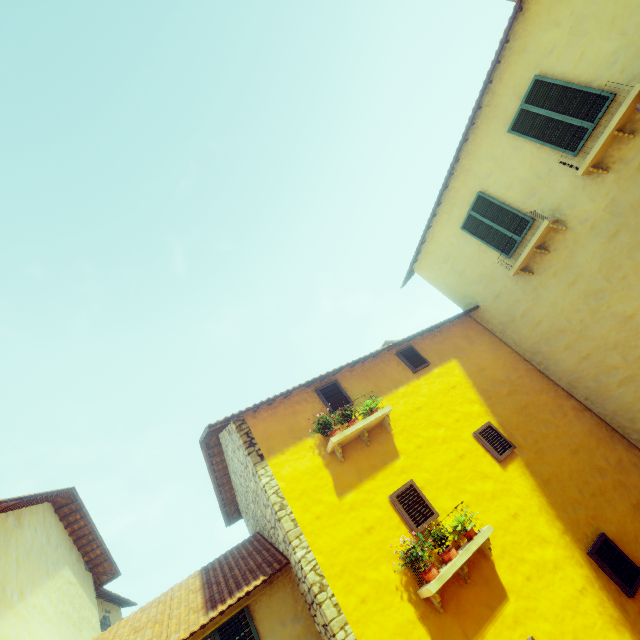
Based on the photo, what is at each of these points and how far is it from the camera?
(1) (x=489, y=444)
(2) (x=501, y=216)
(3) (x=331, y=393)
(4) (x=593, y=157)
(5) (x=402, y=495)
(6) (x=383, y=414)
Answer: (1) window, 6.8 meters
(2) window, 8.3 meters
(3) window, 7.1 meters
(4) window sill, 6.2 meters
(5) window, 5.8 meters
(6) window sill, 6.5 meters

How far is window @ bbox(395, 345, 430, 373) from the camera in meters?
8.0

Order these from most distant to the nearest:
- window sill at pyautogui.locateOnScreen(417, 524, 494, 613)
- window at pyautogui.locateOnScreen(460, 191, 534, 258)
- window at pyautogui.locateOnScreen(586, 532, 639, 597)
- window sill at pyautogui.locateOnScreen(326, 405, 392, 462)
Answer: window at pyautogui.locateOnScreen(460, 191, 534, 258)
window sill at pyautogui.locateOnScreen(326, 405, 392, 462)
window at pyautogui.locateOnScreen(586, 532, 639, 597)
window sill at pyautogui.locateOnScreen(417, 524, 494, 613)

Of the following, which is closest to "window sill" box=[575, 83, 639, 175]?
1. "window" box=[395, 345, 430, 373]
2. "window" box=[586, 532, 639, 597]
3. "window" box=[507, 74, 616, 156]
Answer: "window" box=[507, 74, 616, 156]

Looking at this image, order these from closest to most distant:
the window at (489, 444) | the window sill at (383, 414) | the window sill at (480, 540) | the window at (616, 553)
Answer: the window sill at (480, 540) < the window at (616, 553) < the window sill at (383, 414) < the window at (489, 444)

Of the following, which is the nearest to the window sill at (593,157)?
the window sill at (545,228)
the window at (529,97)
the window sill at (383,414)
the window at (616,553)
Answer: the window at (529,97)

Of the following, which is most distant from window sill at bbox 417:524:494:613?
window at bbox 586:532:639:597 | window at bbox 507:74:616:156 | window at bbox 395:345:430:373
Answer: window at bbox 507:74:616:156

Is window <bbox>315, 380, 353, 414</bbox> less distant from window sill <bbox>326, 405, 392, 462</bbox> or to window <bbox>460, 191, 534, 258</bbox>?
window sill <bbox>326, 405, 392, 462</bbox>
